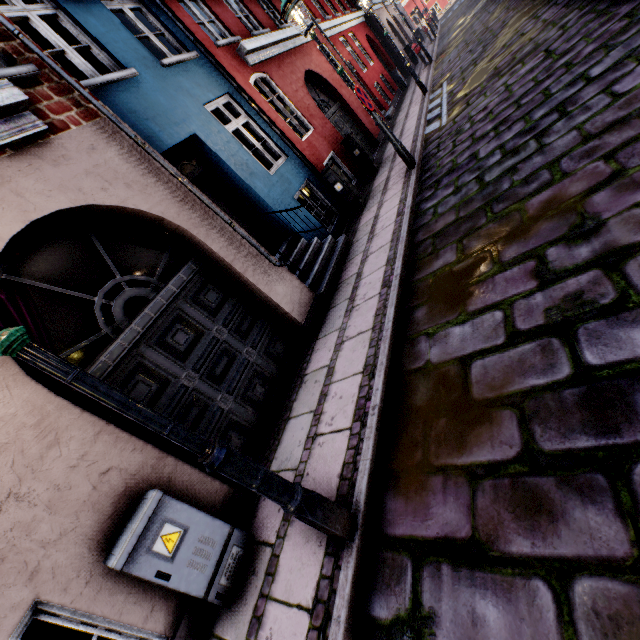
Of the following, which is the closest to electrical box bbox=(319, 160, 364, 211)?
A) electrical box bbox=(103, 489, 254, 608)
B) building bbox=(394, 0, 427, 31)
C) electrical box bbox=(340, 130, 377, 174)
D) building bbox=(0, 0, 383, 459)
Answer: building bbox=(0, 0, 383, 459)

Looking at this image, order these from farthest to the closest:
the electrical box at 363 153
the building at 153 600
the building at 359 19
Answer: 1. the building at 359 19
2. the electrical box at 363 153
3. the building at 153 600

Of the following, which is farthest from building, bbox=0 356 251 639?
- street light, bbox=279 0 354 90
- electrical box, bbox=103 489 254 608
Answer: street light, bbox=279 0 354 90

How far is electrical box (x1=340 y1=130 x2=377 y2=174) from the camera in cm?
930

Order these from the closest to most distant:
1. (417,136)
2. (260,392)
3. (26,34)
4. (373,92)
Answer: (260,392), (26,34), (417,136), (373,92)

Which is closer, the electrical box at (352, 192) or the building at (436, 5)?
the electrical box at (352, 192)

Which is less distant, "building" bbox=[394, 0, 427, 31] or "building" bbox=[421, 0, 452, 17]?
"building" bbox=[394, 0, 427, 31]

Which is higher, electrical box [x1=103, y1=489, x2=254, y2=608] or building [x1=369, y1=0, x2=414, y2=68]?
building [x1=369, y1=0, x2=414, y2=68]
